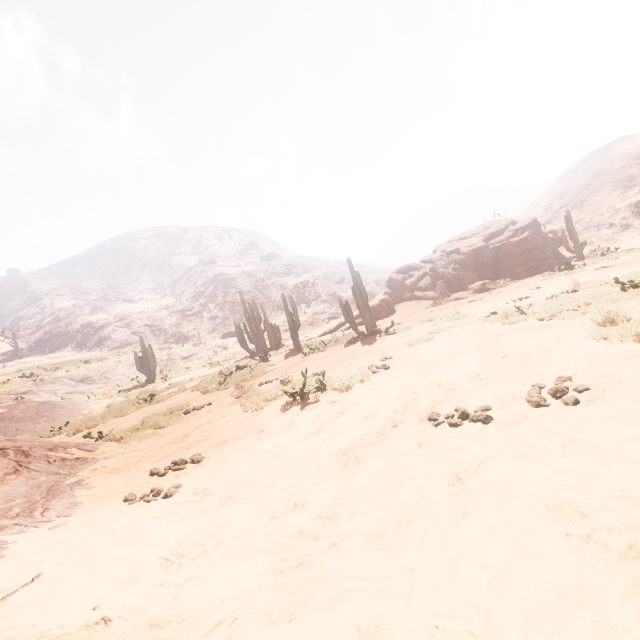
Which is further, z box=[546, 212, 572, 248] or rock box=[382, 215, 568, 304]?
z box=[546, 212, 572, 248]

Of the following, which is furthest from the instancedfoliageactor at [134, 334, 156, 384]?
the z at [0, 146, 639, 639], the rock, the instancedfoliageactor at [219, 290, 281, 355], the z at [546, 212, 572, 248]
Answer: the z at [546, 212, 572, 248]

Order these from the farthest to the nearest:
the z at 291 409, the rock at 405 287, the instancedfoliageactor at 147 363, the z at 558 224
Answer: the z at 558 224
the instancedfoliageactor at 147 363
the rock at 405 287
the z at 291 409

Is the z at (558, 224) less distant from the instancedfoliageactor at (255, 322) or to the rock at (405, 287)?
the rock at (405, 287)

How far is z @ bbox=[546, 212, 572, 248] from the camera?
30.97m

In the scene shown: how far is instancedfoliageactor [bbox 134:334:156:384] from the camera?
26.30m

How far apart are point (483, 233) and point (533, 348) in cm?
2265

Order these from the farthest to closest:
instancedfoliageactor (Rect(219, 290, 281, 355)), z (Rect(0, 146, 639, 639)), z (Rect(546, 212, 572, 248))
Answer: z (Rect(546, 212, 572, 248)) < instancedfoliageactor (Rect(219, 290, 281, 355)) < z (Rect(0, 146, 639, 639))
